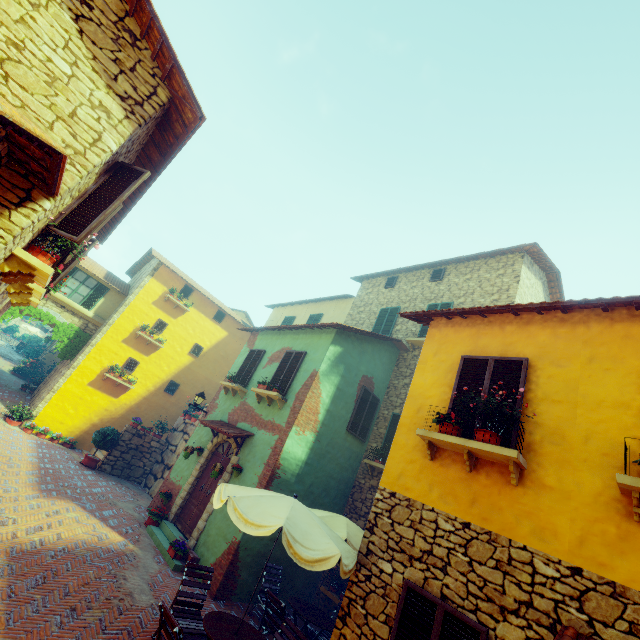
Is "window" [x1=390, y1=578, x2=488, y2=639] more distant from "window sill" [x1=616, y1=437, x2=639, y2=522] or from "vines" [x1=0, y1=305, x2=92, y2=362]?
"vines" [x1=0, y1=305, x2=92, y2=362]

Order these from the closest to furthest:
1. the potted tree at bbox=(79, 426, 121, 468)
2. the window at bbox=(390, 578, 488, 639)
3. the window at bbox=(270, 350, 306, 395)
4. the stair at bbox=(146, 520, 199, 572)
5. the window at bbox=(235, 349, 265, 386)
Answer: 1. the window at bbox=(390, 578, 488, 639)
2. the stair at bbox=(146, 520, 199, 572)
3. the window at bbox=(270, 350, 306, 395)
4. the window at bbox=(235, 349, 265, 386)
5. the potted tree at bbox=(79, 426, 121, 468)

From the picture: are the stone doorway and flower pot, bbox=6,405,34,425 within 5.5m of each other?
yes

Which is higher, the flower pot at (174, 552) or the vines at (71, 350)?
the vines at (71, 350)

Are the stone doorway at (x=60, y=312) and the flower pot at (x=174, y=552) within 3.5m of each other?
no

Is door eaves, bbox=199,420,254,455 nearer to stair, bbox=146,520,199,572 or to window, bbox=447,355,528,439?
window, bbox=447,355,528,439

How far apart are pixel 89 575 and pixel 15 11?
9.12m

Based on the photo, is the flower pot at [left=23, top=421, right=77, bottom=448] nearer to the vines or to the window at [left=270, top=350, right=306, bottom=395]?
the vines
